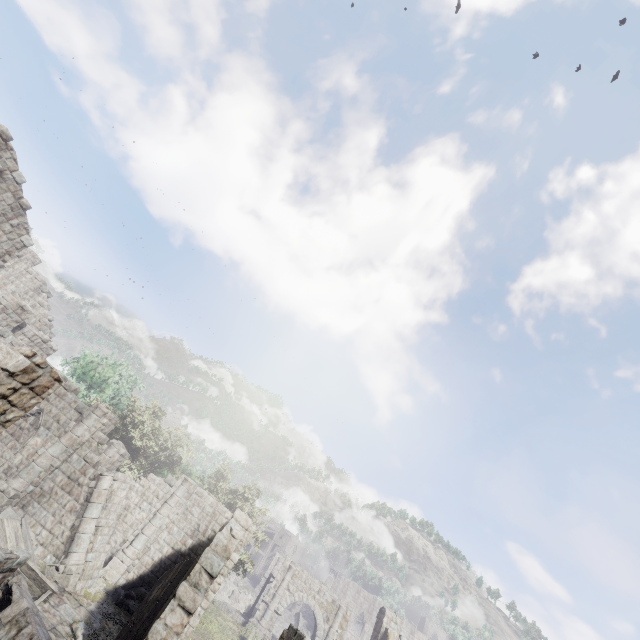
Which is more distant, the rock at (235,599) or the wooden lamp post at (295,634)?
the rock at (235,599)

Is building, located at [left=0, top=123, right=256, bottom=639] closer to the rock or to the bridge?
the rock

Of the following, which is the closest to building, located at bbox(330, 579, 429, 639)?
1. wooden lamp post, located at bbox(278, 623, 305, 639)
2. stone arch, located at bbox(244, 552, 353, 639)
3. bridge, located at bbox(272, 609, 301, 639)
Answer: stone arch, located at bbox(244, 552, 353, 639)

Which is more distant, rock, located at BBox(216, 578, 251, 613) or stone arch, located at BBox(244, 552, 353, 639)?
rock, located at BBox(216, 578, 251, 613)

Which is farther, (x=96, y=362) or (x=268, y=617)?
(x=96, y=362)

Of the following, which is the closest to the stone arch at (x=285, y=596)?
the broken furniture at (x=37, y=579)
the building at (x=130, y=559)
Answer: the building at (x=130, y=559)

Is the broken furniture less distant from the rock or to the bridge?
the bridge

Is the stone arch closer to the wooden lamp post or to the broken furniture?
the broken furniture
